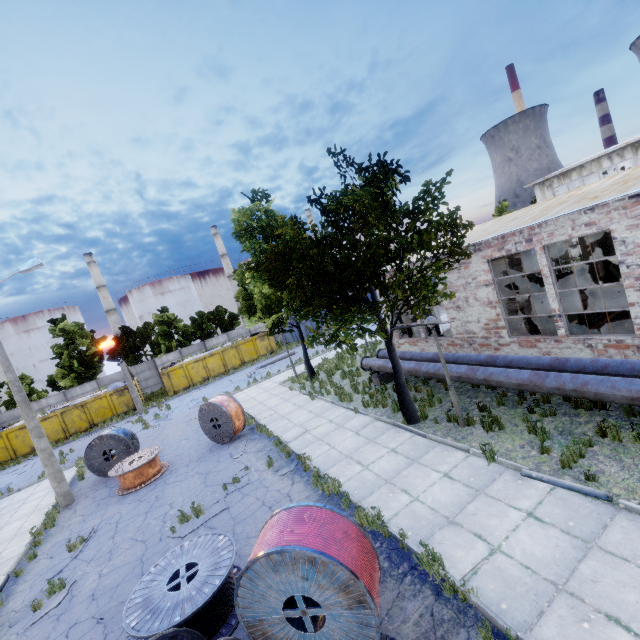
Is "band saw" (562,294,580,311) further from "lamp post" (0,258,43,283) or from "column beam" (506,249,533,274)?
"lamp post" (0,258,43,283)

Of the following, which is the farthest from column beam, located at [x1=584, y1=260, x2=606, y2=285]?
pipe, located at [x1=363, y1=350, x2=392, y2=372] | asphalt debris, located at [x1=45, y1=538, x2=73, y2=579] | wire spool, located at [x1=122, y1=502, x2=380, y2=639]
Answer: asphalt debris, located at [x1=45, y1=538, x2=73, y2=579]

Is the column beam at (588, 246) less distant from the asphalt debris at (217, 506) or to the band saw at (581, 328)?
the band saw at (581, 328)

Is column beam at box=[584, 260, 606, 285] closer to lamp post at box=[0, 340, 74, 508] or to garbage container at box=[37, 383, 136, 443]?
lamp post at box=[0, 340, 74, 508]

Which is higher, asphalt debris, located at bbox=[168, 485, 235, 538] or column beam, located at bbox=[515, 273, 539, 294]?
column beam, located at bbox=[515, 273, 539, 294]

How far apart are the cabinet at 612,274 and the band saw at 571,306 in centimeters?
747cm

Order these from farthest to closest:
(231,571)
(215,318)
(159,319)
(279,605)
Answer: (215,318), (159,319), (231,571), (279,605)

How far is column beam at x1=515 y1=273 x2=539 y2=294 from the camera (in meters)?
13.96
